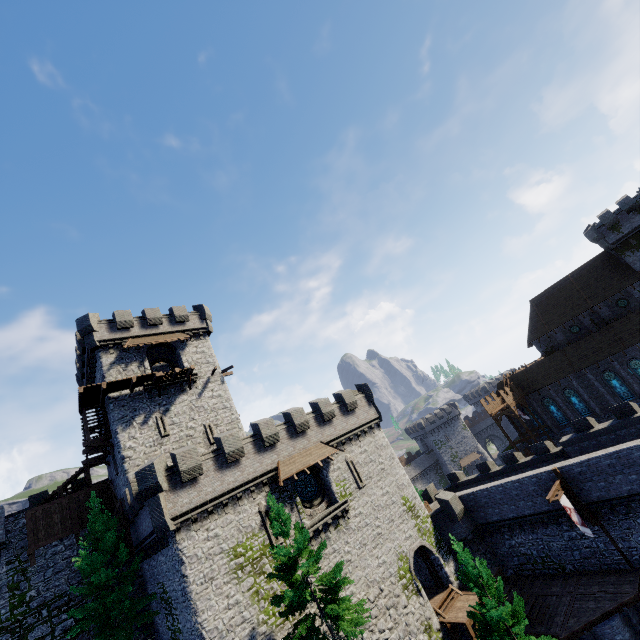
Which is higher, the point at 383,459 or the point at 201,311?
the point at 201,311

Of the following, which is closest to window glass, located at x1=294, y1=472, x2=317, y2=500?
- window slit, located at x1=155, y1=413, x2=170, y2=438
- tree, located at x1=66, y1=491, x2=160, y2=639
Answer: tree, located at x1=66, y1=491, x2=160, y2=639

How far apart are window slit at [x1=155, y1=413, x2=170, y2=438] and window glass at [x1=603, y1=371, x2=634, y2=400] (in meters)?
50.21

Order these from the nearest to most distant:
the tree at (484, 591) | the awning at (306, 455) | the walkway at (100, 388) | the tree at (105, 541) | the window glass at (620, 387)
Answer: the tree at (484, 591) → the tree at (105, 541) → the awning at (306, 455) → the walkway at (100, 388) → the window glass at (620, 387)

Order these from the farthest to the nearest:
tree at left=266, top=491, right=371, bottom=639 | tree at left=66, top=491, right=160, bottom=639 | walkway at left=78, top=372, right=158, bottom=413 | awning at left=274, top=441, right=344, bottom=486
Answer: walkway at left=78, top=372, right=158, bottom=413, awning at left=274, top=441, right=344, bottom=486, tree at left=66, top=491, right=160, bottom=639, tree at left=266, top=491, right=371, bottom=639

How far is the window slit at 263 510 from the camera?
20.9m

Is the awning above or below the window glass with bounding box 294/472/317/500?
above

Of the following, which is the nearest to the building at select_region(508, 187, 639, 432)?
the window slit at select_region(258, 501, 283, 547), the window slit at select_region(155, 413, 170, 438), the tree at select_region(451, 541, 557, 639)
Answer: the tree at select_region(451, 541, 557, 639)
